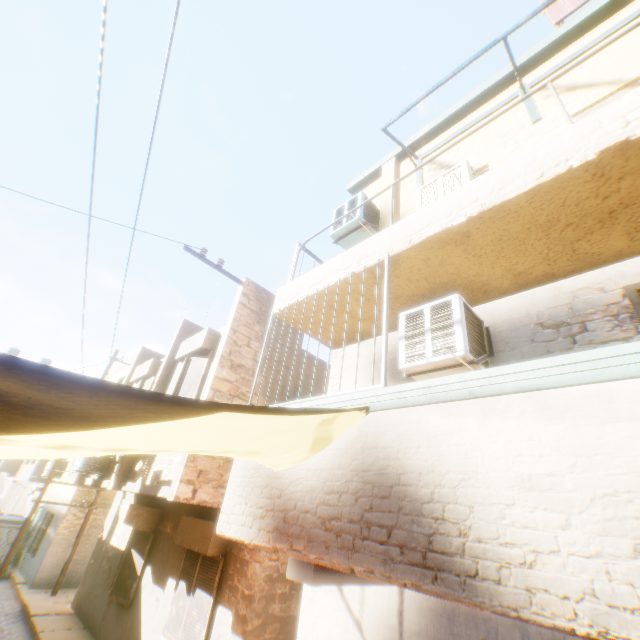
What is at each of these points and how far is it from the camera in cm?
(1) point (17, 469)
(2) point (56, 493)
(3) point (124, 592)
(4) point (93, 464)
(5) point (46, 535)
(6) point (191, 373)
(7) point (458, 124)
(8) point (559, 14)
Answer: (1) building, 3281
(2) building, 1560
(3) shutter, 838
(4) air conditioner, 927
(5) building, 1344
(6) shutter, 786
(7) building, 656
(8) wooden shield, 577

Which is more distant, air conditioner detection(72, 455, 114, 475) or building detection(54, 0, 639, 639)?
air conditioner detection(72, 455, 114, 475)

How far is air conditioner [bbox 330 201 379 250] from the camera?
6.3m

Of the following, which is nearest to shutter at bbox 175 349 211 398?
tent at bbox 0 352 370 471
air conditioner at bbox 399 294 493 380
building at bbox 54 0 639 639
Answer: building at bbox 54 0 639 639

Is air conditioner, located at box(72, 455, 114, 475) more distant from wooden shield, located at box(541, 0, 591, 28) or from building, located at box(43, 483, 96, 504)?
wooden shield, located at box(541, 0, 591, 28)

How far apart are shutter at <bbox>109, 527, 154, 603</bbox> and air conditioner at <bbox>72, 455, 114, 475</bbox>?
1.8m

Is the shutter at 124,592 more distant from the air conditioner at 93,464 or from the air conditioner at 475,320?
the air conditioner at 475,320

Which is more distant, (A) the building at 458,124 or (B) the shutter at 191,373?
(B) the shutter at 191,373
